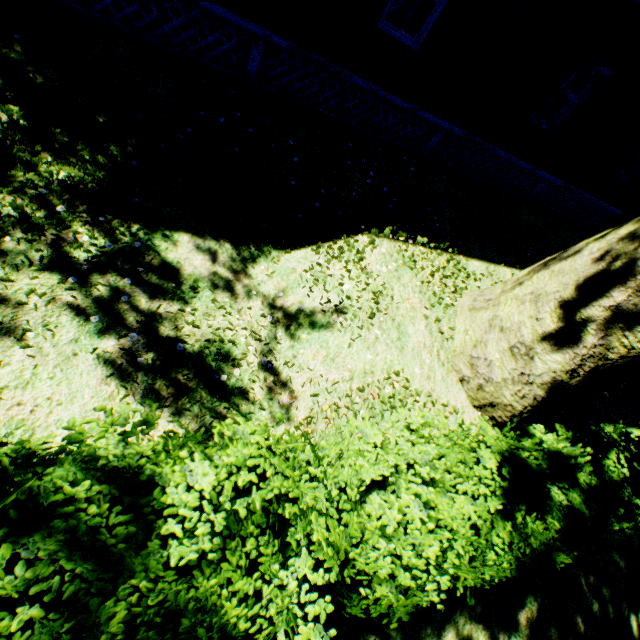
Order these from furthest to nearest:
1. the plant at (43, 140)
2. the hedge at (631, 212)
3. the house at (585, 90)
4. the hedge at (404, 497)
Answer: the hedge at (631, 212) < the house at (585, 90) < the plant at (43, 140) < the hedge at (404, 497)

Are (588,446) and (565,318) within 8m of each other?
yes

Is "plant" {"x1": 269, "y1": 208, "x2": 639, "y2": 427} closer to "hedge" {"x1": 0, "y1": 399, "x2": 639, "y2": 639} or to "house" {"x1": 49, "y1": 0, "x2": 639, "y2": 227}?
"hedge" {"x1": 0, "y1": 399, "x2": 639, "y2": 639}

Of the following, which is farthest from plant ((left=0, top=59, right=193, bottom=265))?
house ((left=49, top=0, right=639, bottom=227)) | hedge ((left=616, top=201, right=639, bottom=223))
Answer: house ((left=49, top=0, right=639, bottom=227))

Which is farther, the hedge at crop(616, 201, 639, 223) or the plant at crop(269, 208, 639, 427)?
the hedge at crop(616, 201, 639, 223)

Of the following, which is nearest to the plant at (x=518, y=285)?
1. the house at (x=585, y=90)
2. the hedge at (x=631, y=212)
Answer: the hedge at (x=631, y=212)

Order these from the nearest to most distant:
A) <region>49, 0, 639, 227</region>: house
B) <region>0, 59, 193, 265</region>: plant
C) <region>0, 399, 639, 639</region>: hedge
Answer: <region>0, 399, 639, 639</region>: hedge, <region>0, 59, 193, 265</region>: plant, <region>49, 0, 639, 227</region>: house

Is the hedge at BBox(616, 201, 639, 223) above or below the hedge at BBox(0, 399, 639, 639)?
below
